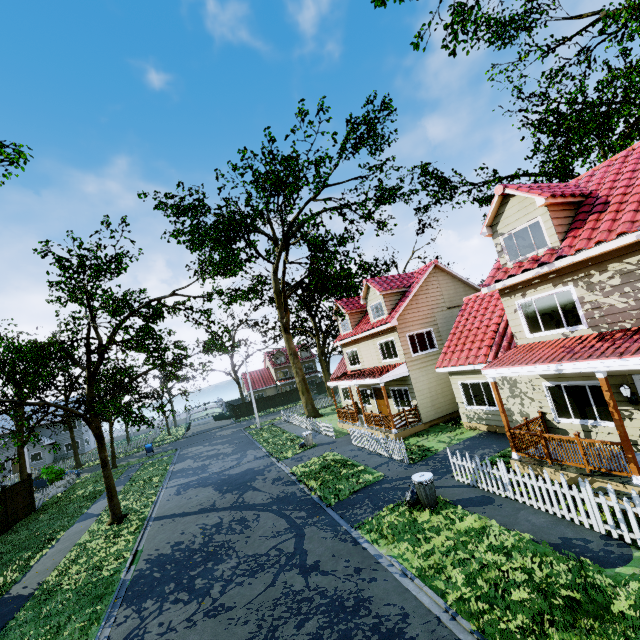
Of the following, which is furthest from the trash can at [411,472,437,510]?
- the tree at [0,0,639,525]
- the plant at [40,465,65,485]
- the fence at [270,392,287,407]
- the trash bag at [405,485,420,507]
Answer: the plant at [40,465,65,485]

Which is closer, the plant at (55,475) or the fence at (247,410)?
the plant at (55,475)

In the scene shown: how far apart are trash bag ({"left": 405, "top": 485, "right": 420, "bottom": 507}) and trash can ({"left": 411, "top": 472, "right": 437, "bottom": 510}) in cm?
3

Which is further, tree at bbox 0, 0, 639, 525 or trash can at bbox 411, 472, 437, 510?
tree at bbox 0, 0, 639, 525

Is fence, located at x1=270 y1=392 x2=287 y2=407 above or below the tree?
below

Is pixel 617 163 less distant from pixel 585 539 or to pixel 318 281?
pixel 585 539

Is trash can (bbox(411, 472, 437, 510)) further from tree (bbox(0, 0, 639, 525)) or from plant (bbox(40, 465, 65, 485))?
plant (bbox(40, 465, 65, 485))

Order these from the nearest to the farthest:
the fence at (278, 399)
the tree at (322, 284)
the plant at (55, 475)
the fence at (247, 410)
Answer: the tree at (322, 284), the plant at (55, 475), the fence at (247, 410), the fence at (278, 399)
